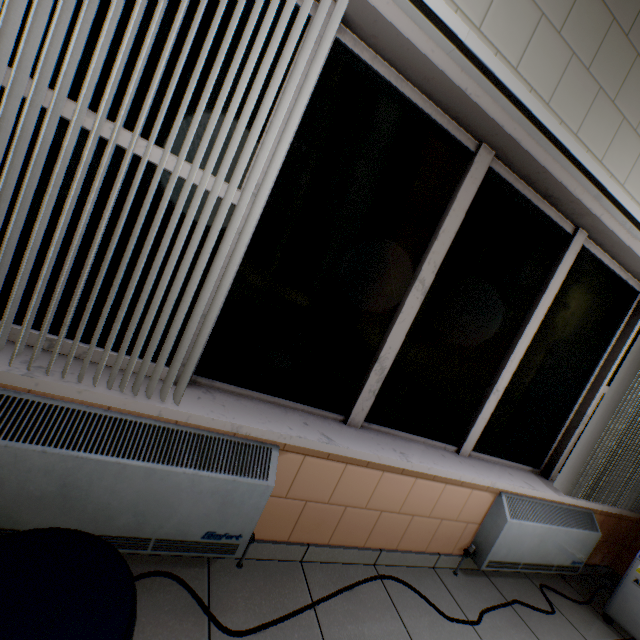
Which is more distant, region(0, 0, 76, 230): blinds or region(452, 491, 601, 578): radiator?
region(452, 491, 601, 578): radiator

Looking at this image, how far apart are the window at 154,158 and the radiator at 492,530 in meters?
2.2 m

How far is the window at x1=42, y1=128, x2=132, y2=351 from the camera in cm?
113

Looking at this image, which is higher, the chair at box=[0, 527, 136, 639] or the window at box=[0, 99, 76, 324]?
the window at box=[0, 99, 76, 324]

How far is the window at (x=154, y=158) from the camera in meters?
1.2

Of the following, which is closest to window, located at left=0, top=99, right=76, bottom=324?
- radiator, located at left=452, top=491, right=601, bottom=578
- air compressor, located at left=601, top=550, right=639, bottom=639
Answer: radiator, located at left=452, top=491, right=601, bottom=578

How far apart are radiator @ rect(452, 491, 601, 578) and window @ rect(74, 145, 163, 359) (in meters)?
2.21

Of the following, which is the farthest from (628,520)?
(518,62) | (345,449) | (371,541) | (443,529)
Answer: (518,62)
